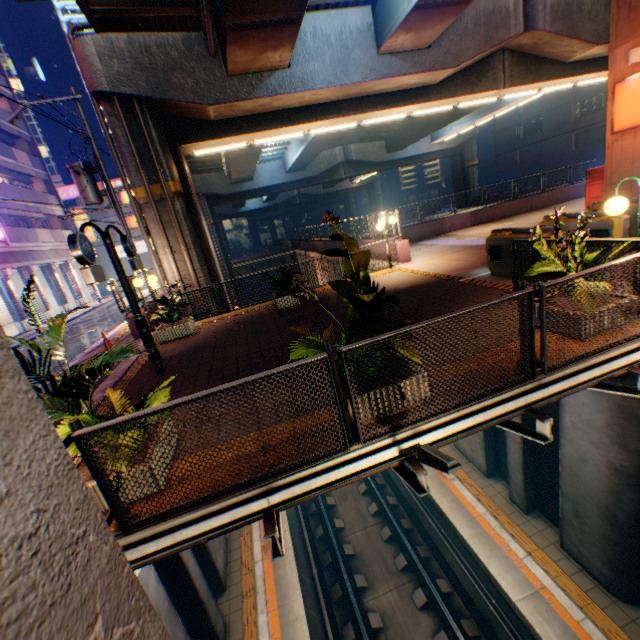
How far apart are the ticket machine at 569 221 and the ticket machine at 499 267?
1.2 meters

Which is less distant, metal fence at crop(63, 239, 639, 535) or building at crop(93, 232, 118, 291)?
metal fence at crop(63, 239, 639, 535)

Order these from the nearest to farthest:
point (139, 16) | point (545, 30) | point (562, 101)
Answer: point (139, 16) < point (545, 30) < point (562, 101)

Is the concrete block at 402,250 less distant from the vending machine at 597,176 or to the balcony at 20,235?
the vending machine at 597,176

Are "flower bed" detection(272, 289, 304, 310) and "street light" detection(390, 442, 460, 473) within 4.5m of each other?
no

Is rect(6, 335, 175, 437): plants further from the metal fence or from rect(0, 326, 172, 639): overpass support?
rect(0, 326, 172, 639): overpass support

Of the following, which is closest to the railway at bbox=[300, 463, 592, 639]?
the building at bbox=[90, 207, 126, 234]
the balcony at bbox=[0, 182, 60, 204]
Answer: the building at bbox=[90, 207, 126, 234]

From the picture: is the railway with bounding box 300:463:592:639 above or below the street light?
below
